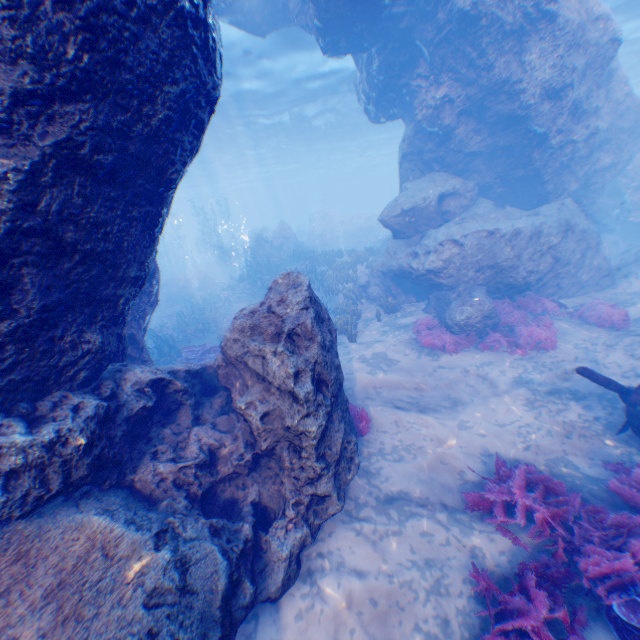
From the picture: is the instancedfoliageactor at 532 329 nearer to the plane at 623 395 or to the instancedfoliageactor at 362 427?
the plane at 623 395

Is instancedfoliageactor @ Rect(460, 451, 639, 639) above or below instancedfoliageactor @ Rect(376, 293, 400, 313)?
below

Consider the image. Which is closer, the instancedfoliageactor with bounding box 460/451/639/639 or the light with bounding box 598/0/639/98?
the instancedfoliageactor with bounding box 460/451/639/639

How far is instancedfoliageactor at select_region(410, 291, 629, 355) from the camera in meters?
10.1

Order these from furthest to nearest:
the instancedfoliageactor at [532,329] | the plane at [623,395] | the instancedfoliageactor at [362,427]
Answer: the instancedfoliageactor at [532,329], the instancedfoliageactor at [362,427], the plane at [623,395]

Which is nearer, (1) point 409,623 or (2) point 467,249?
(1) point 409,623

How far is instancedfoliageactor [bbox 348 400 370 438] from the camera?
7.1 meters

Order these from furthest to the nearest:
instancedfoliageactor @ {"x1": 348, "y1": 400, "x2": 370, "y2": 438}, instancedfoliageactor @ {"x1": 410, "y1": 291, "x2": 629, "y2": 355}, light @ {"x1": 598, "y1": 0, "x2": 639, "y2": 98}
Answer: light @ {"x1": 598, "y1": 0, "x2": 639, "y2": 98} → instancedfoliageactor @ {"x1": 410, "y1": 291, "x2": 629, "y2": 355} → instancedfoliageactor @ {"x1": 348, "y1": 400, "x2": 370, "y2": 438}
